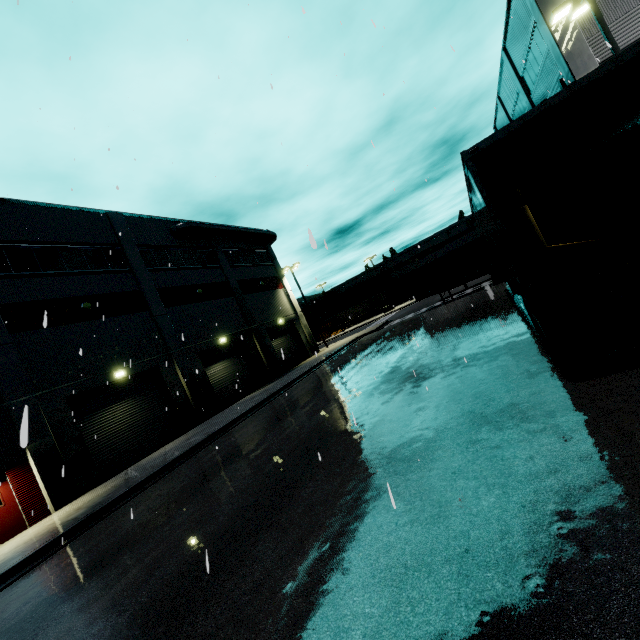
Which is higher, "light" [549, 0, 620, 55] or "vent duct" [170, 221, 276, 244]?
→ "vent duct" [170, 221, 276, 244]

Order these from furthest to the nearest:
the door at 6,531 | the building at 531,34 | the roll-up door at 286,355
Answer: the roll-up door at 286,355, the building at 531,34, the door at 6,531

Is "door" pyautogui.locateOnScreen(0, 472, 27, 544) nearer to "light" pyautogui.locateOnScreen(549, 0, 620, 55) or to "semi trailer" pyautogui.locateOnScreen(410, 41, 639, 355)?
"semi trailer" pyautogui.locateOnScreen(410, 41, 639, 355)

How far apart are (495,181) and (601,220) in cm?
373

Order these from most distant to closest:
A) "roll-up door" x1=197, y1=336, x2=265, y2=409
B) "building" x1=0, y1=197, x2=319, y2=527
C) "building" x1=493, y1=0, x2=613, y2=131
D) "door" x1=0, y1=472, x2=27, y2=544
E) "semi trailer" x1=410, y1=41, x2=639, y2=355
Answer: "roll-up door" x1=197, y1=336, x2=265, y2=409
"building" x1=493, y1=0, x2=613, y2=131
"building" x1=0, y1=197, x2=319, y2=527
"door" x1=0, y1=472, x2=27, y2=544
"semi trailer" x1=410, y1=41, x2=639, y2=355

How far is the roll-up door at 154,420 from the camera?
15.6m

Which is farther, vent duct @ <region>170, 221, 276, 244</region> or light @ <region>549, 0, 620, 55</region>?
vent duct @ <region>170, 221, 276, 244</region>

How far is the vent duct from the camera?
24.6m
